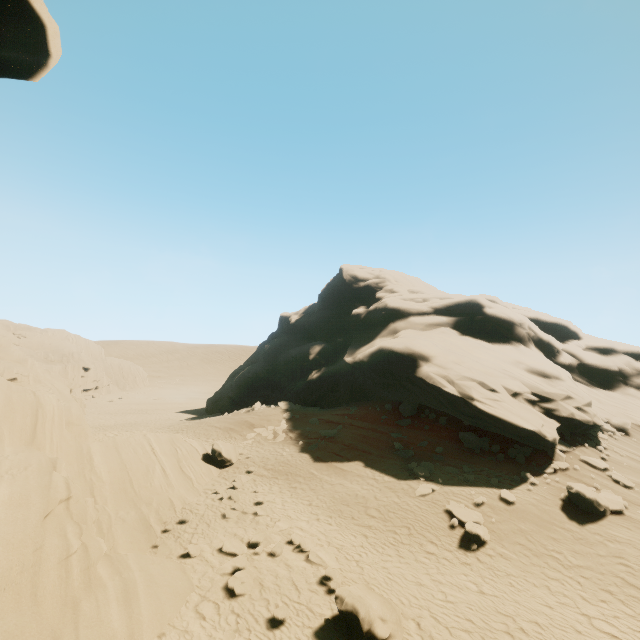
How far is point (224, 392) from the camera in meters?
41.0

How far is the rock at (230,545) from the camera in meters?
9.2

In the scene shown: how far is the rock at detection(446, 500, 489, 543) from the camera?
11.8 meters

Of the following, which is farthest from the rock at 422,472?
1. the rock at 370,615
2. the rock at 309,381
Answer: the rock at 309,381

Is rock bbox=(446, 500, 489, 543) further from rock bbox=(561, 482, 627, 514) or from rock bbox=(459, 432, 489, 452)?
rock bbox=(459, 432, 489, 452)

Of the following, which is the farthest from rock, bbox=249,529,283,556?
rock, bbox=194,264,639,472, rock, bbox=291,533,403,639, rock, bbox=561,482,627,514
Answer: rock, bbox=194,264,639,472

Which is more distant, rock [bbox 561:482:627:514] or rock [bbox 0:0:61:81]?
rock [bbox 561:482:627:514]

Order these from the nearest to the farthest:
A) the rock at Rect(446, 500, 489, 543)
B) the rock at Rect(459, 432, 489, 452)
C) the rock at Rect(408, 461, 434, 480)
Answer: the rock at Rect(446, 500, 489, 543)
the rock at Rect(408, 461, 434, 480)
the rock at Rect(459, 432, 489, 452)
